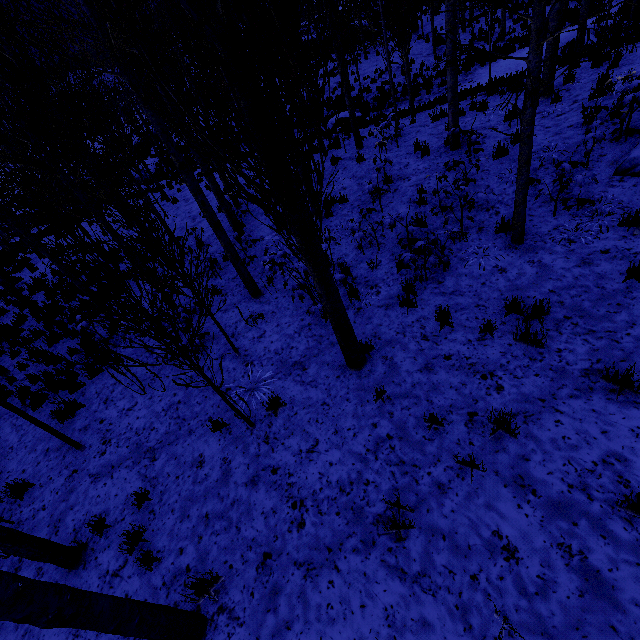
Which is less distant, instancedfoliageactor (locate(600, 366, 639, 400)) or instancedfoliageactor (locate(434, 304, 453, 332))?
instancedfoliageactor (locate(600, 366, 639, 400))

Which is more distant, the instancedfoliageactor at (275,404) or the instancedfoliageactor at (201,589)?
the instancedfoliageactor at (275,404)

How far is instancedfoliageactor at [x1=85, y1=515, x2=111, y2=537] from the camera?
4.64m

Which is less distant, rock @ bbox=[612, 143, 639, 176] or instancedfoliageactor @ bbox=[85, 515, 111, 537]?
instancedfoliageactor @ bbox=[85, 515, 111, 537]

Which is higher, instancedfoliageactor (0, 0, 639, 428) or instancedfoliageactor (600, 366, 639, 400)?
instancedfoliageactor (0, 0, 639, 428)

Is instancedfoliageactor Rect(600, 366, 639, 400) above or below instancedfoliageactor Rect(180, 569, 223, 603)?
above

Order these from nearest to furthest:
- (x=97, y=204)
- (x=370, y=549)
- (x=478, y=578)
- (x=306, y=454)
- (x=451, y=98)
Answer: (x=478, y=578) < (x=370, y=549) < (x=306, y=454) < (x=451, y=98) < (x=97, y=204)

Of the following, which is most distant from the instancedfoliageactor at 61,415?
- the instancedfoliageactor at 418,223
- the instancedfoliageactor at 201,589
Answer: the instancedfoliageactor at 201,589
